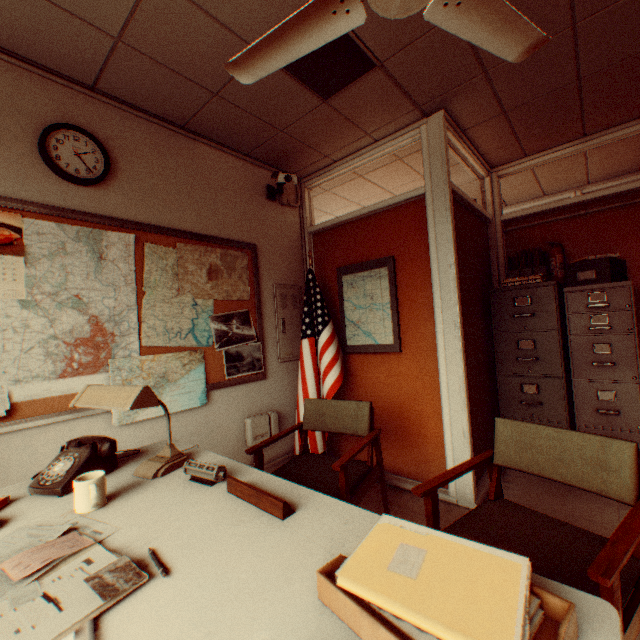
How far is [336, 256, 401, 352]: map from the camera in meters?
3.3

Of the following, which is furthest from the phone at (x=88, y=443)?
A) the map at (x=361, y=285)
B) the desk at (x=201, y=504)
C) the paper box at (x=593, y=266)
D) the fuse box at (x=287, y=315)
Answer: the paper box at (x=593, y=266)

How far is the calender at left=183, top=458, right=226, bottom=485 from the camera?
1.4m

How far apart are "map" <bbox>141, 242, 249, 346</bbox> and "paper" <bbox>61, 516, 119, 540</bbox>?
1.29m

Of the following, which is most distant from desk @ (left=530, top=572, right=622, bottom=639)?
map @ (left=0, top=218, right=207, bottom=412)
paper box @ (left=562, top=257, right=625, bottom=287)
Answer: paper box @ (left=562, top=257, right=625, bottom=287)

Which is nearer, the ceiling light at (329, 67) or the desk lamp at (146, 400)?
the desk lamp at (146, 400)

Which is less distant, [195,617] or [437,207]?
[195,617]

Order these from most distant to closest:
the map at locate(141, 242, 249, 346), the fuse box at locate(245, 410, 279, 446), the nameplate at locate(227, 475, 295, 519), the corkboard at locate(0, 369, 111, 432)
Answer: the fuse box at locate(245, 410, 279, 446) < the map at locate(141, 242, 249, 346) < the corkboard at locate(0, 369, 111, 432) < the nameplate at locate(227, 475, 295, 519)
